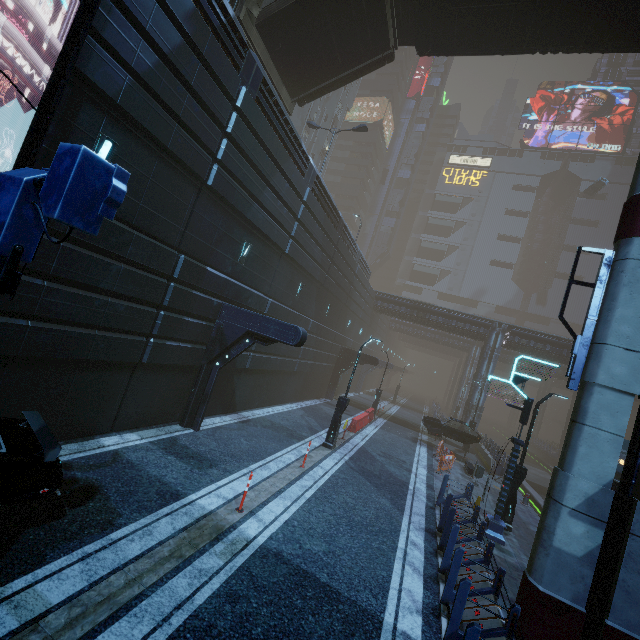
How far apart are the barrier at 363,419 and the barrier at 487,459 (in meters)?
8.20

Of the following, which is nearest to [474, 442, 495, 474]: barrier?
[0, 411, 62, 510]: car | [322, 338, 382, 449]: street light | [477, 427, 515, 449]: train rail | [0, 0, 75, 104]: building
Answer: [0, 0, 75, 104]: building

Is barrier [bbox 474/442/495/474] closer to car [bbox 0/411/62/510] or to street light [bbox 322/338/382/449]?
street light [bbox 322/338/382/449]

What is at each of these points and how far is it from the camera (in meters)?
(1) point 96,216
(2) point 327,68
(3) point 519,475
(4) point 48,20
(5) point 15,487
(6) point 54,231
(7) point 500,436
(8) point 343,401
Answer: (1) street sign, 2.41
(2) stairs, 17.16
(3) street light, 12.54
(4) building, 5.87
(5) car, 4.52
(6) building, 6.89
(7) train rail, 56.56
(8) street light, 15.23

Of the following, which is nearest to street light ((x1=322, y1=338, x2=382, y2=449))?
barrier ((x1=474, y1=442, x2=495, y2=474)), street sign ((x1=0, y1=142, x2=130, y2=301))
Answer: barrier ((x1=474, y1=442, x2=495, y2=474))

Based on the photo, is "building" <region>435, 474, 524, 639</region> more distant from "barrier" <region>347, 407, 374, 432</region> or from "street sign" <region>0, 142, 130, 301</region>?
"barrier" <region>347, 407, 374, 432</region>

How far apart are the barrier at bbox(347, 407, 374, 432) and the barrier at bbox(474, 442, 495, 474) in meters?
8.2

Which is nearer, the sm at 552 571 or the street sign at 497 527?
the sm at 552 571
